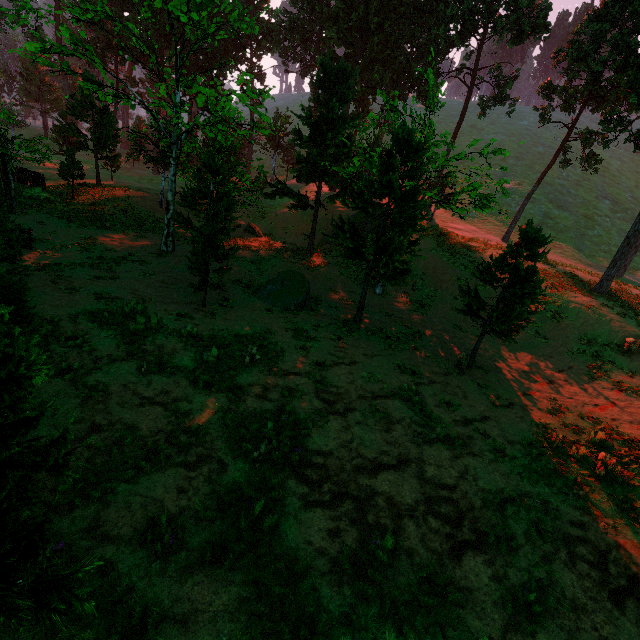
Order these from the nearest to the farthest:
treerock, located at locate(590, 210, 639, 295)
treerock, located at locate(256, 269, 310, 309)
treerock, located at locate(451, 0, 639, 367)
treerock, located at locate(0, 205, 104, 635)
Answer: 1. treerock, located at locate(0, 205, 104, 635)
2. treerock, located at locate(451, 0, 639, 367)
3. treerock, located at locate(256, 269, 310, 309)
4. treerock, located at locate(590, 210, 639, 295)

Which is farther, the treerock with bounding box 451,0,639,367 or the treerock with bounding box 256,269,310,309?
the treerock with bounding box 256,269,310,309

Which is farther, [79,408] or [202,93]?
[202,93]

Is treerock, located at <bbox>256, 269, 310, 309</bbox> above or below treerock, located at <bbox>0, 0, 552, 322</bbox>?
below

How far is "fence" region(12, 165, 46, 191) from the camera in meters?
25.2

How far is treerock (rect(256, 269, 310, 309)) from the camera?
16.2 meters

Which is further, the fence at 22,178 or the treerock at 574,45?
the fence at 22,178
